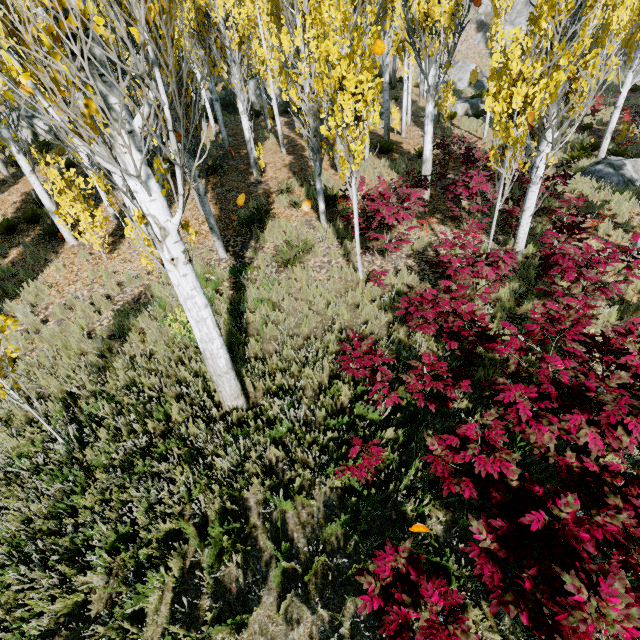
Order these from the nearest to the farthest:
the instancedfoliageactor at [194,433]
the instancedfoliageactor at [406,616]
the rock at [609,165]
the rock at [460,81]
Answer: the instancedfoliageactor at [406,616]
the instancedfoliageactor at [194,433]
the rock at [609,165]
the rock at [460,81]

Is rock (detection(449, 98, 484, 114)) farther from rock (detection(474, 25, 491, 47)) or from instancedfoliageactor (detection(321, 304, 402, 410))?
rock (detection(474, 25, 491, 47))

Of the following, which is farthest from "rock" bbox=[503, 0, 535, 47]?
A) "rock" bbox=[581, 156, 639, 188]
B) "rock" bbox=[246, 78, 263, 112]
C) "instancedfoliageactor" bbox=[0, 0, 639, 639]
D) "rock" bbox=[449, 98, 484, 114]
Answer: "rock" bbox=[581, 156, 639, 188]

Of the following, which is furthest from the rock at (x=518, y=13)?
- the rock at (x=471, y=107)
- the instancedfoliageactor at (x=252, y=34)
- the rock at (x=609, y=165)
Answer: the rock at (x=609, y=165)

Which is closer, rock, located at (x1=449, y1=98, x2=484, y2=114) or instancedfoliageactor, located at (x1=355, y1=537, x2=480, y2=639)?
instancedfoliageactor, located at (x1=355, y1=537, x2=480, y2=639)

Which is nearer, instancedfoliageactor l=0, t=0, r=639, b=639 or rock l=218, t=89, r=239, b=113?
instancedfoliageactor l=0, t=0, r=639, b=639

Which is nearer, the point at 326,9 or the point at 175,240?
the point at 175,240

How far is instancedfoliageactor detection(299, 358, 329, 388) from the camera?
5.16m
